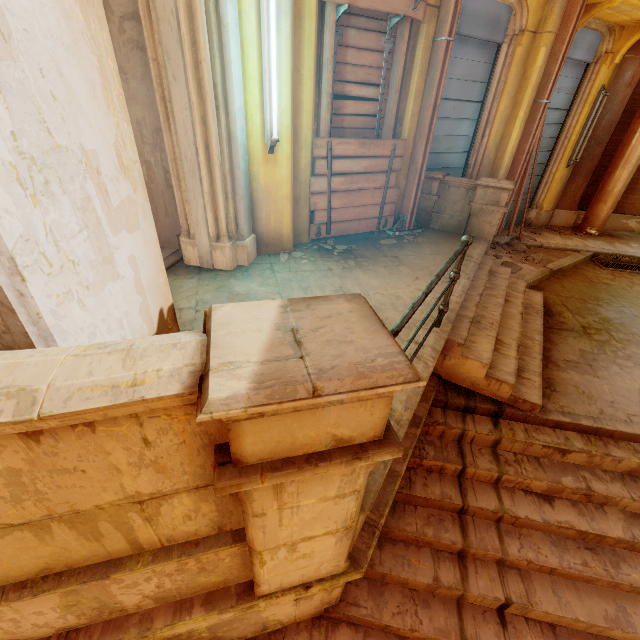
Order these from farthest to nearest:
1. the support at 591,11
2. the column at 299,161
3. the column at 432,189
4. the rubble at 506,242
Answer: the rubble at 506,242 < the column at 432,189 < the support at 591,11 < the column at 299,161

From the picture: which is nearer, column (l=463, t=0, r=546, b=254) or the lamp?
the lamp

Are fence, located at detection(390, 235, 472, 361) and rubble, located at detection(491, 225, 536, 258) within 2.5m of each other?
no

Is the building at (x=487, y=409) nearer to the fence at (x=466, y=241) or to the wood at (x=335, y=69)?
the fence at (x=466, y=241)

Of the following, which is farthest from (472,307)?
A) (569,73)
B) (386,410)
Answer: (569,73)

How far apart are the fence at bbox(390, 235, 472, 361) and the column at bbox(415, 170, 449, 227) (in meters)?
2.72

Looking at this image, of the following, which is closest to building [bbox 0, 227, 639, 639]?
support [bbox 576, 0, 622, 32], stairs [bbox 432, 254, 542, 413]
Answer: stairs [bbox 432, 254, 542, 413]

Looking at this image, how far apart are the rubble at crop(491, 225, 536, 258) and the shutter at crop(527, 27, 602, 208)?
0.15m
